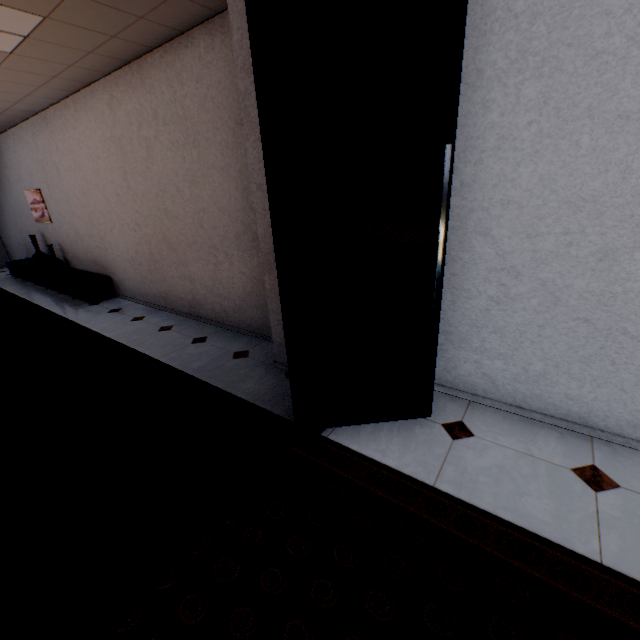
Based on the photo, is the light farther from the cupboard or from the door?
the cupboard

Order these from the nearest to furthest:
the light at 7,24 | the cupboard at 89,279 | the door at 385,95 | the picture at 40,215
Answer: the door at 385,95
the light at 7,24
the cupboard at 89,279
the picture at 40,215

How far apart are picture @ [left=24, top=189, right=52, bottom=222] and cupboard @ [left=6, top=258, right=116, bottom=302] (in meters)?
0.95

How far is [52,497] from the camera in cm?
194

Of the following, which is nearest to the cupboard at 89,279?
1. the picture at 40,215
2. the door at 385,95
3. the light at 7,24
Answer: the picture at 40,215

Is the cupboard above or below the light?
below

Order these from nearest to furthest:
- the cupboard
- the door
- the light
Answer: the door, the light, the cupboard

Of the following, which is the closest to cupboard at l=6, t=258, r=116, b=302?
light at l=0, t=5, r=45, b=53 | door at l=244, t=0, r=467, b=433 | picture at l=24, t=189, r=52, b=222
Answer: picture at l=24, t=189, r=52, b=222
